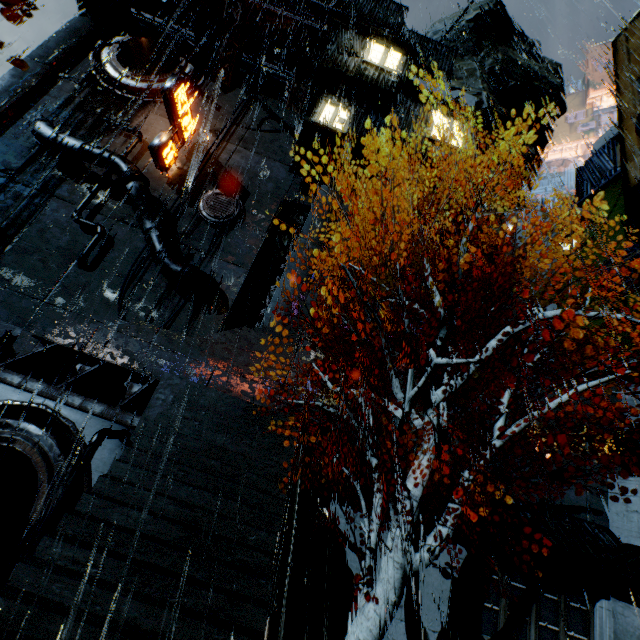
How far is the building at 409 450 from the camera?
11.1 meters

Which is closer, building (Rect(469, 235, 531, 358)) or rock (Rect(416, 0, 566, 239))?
building (Rect(469, 235, 531, 358))

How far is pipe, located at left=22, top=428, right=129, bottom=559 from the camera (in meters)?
7.68

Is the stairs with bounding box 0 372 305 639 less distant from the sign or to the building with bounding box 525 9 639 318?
the building with bounding box 525 9 639 318

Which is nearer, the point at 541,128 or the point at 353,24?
the point at 353,24

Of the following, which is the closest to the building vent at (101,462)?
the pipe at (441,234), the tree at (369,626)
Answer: the tree at (369,626)

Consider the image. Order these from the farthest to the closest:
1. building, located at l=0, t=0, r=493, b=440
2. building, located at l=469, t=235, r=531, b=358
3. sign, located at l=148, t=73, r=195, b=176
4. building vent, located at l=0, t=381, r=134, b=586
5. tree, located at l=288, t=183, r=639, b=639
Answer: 1. building, located at l=469, t=235, r=531, b=358
2. sign, located at l=148, t=73, r=195, b=176
3. building, located at l=0, t=0, r=493, b=440
4. building vent, located at l=0, t=381, r=134, b=586
5. tree, located at l=288, t=183, r=639, b=639

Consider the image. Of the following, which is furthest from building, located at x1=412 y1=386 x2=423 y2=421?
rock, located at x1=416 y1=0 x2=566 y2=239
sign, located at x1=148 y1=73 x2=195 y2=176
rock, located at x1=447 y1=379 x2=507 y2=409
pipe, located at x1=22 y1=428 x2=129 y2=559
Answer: pipe, located at x1=22 y1=428 x2=129 y2=559
